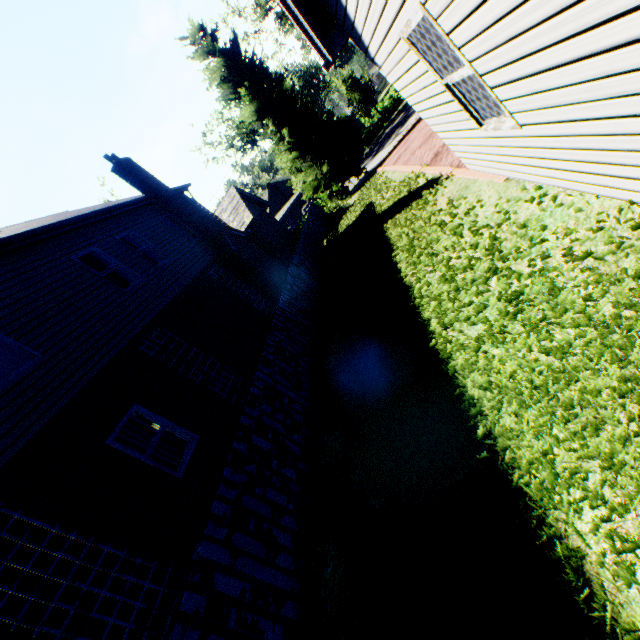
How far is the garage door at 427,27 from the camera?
5.3 meters

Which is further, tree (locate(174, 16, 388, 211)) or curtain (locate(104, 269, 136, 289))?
tree (locate(174, 16, 388, 211))

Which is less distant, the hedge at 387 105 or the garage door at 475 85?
the garage door at 475 85

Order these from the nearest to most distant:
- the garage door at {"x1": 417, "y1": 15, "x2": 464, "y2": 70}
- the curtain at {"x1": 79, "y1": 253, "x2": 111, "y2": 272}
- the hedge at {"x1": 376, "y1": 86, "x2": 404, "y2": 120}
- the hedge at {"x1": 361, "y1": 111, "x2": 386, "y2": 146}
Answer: the garage door at {"x1": 417, "y1": 15, "x2": 464, "y2": 70} → the curtain at {"x1": 79, "y1": 253, "x2": 111, "y2": 272} → the hedge at {"x1": 376, "y1": 86, "x2": 404, "y2": 120} → the hedge at {"x1": 361, "y1": 111, "x2": 386, "y2": 146}

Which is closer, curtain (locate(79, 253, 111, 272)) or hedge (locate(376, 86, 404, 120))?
curtain (locate(79, 253, 111, 272))

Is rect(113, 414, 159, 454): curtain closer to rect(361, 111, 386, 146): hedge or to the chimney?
the chimney

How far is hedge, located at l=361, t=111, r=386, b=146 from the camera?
37.1 meters

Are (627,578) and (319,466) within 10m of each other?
yes
